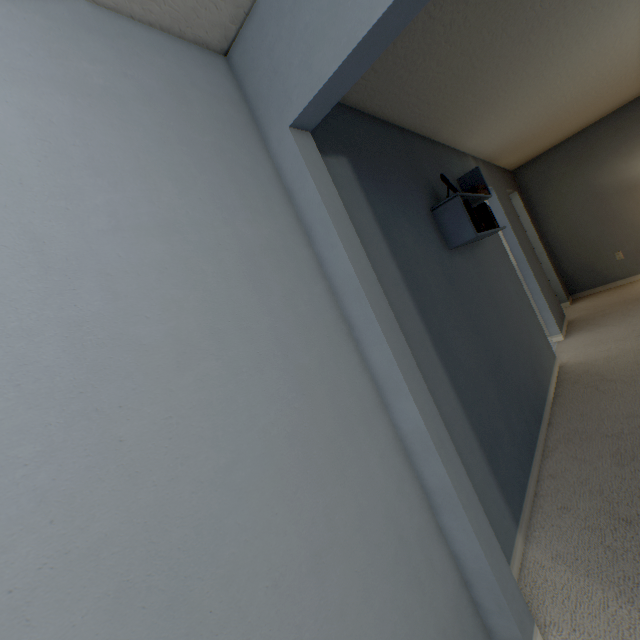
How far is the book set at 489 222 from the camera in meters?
2.2

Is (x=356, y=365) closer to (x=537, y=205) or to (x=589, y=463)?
(x=589, y=463)

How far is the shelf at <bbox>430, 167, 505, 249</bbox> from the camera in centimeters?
210cm

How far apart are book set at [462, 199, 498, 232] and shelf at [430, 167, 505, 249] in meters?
0.0 m

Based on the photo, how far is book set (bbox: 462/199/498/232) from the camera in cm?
218

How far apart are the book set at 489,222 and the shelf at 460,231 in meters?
0.0 m
